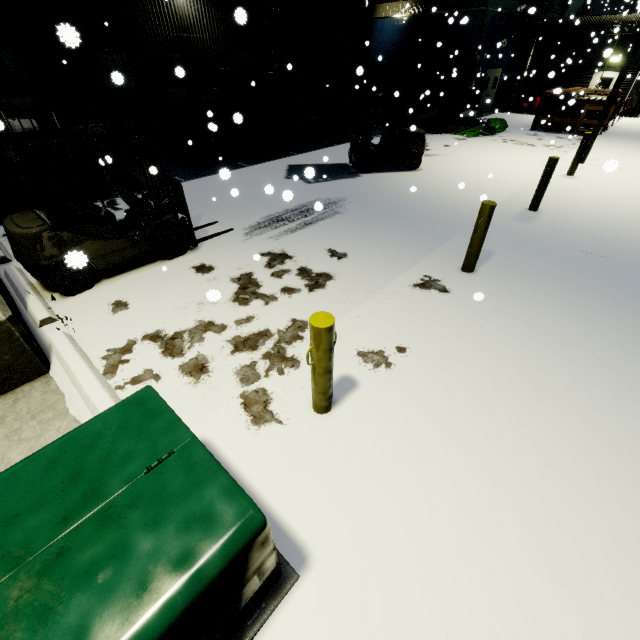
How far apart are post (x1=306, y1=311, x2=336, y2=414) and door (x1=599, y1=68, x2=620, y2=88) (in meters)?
29.44

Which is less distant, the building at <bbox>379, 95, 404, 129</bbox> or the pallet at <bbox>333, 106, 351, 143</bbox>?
the pallet at <bbox>333, 106, 351, 143</bbox>

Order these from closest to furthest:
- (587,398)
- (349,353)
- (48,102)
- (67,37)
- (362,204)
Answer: (67,37) → (587,398) → (349,353) → (362,204) → (48,102)

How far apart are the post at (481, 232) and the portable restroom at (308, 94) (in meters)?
10.96

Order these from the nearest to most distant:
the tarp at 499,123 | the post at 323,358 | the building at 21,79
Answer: the post at 323,358, the building at 21,79, the tarp at 499,123

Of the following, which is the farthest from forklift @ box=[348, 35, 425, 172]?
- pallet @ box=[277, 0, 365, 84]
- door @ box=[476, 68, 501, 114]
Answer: door @ box=[476, 68, 501, 114]

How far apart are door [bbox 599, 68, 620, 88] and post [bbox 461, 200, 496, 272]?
25.7 meters

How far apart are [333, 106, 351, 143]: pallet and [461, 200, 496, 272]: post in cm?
1183
